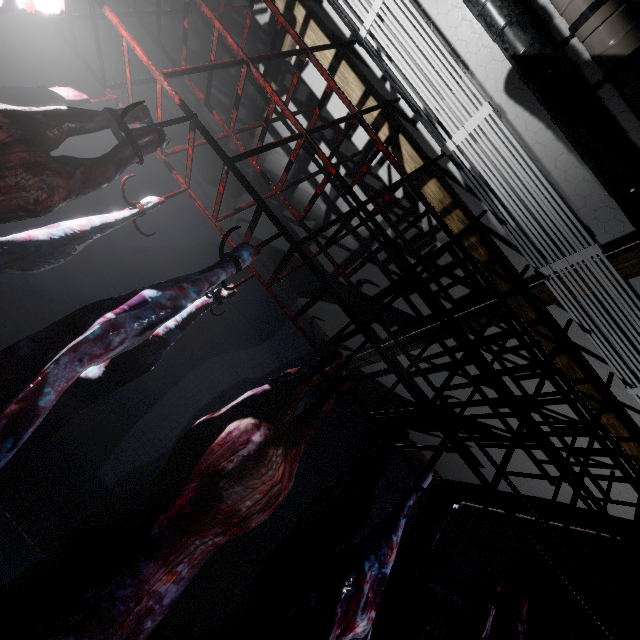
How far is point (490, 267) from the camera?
2.8m

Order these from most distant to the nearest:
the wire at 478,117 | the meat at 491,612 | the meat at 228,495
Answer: the wire at 478,117 → the meat at 491,612 → the meat at 228,495

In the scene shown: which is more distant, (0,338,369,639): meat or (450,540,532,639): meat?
(450,540,532,639): meat

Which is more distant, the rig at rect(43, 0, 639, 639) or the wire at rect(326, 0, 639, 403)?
the wire at rect(326, 0, 639, 403)

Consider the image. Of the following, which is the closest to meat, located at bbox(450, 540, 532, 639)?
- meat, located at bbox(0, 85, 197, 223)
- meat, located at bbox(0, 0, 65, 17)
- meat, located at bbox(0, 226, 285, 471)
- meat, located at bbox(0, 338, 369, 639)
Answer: meat, located at bbox(0, 338, 369, 639)

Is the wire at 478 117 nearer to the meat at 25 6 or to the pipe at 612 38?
the pipe at 612 38

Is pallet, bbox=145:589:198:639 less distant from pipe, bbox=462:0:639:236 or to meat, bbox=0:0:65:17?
meat, bbox=0:0:65:17

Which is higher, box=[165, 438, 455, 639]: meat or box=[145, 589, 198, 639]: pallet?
box=[165, 438, 455, 639]: meat
